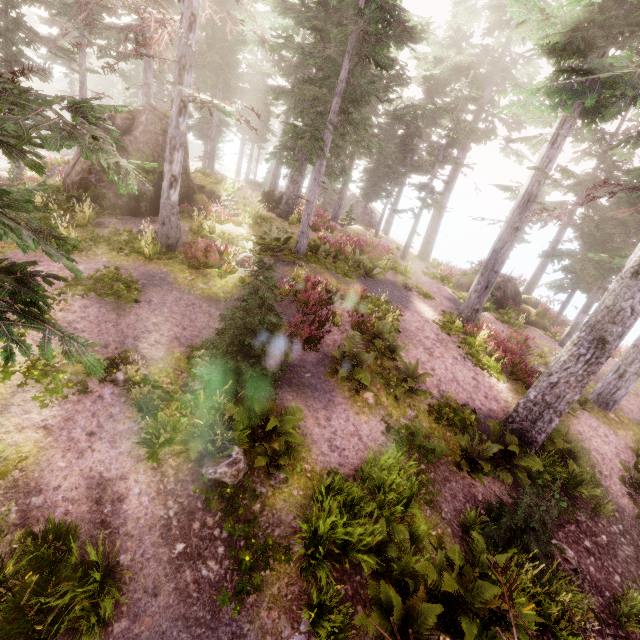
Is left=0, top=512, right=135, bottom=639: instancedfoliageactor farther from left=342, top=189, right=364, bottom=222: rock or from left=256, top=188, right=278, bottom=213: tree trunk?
left=256, top=188, right=278, bottom=213: tree trunk

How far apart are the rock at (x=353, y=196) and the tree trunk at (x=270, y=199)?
17.6 meters

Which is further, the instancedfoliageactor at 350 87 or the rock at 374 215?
the rock at 374 215

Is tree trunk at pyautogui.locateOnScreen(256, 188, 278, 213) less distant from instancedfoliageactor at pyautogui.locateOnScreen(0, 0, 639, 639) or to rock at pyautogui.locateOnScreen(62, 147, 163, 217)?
instancedfoliageactor at pyautogui.locateOnScreen(0, 0, 639, 639)

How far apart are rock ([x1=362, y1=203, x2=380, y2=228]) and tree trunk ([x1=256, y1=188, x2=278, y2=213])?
17.56m

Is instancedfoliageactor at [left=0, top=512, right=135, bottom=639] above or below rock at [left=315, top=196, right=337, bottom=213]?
below

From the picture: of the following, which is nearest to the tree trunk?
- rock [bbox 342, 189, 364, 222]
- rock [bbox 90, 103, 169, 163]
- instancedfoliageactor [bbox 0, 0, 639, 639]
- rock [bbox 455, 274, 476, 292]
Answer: instancedfoliageactor [bbox 0, 0, 639, 639]

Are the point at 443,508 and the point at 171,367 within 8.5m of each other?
yes
